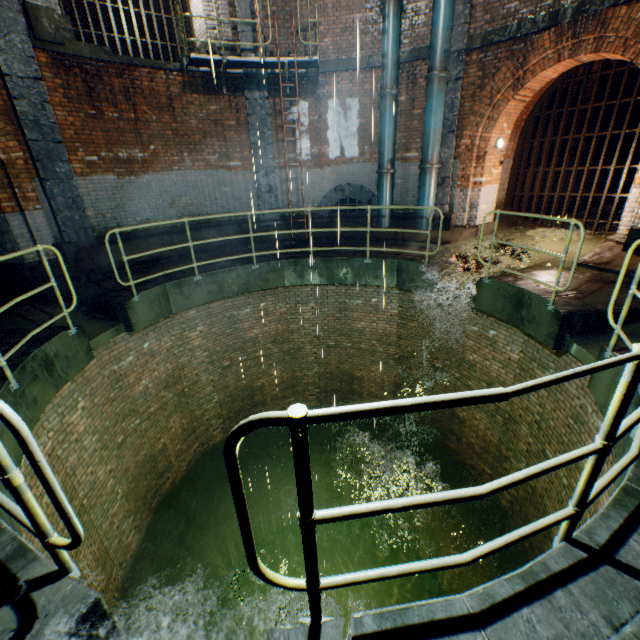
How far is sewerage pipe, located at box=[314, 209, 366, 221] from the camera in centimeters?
1083cm

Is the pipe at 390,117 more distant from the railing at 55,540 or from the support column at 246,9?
the railing at 55,540

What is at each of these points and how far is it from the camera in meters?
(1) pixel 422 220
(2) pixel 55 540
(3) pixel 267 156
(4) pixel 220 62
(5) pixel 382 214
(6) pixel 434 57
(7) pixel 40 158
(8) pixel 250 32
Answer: (1) pipe, 9.7 m
(2) railing, 1.7 m
(3) support column, 10.0 m
(4) ladder, 8.5 m
(5) pipe, 10.2 m
(6) pipe, 8.1 m
(7) support column, 7.1 m
(8) support column, 8.8 m

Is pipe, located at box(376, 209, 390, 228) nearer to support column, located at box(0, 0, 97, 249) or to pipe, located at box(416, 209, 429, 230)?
pipe, located at box(416, 209, 429, 230)

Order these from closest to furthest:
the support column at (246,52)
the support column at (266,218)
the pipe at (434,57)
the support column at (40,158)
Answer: the support column at (40,158), the pipe at (434,57), the support column at (246,52), the support column at (266,218)

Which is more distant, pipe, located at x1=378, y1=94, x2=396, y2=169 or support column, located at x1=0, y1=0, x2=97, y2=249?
pipe, located at x1=378, y1=94, x2=396, y2=169

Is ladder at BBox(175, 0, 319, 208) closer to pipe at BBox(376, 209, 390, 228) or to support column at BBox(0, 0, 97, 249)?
pipe at BBox(376, 209, 390, 228)

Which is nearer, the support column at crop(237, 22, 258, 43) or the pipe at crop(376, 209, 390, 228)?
the support column at crop(237, 22, 258, 43)
